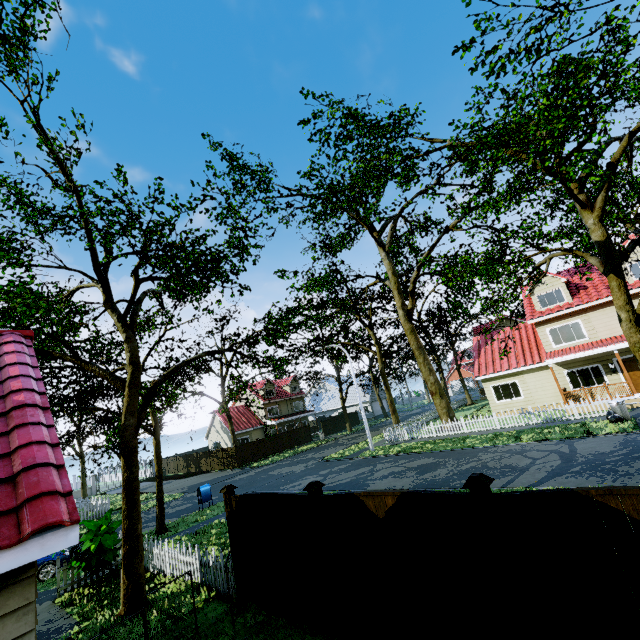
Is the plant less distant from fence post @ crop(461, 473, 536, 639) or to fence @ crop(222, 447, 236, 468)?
fence @ crop(222, 447, 236, 468)

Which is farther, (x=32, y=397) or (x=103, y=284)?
(x=103, y=284)

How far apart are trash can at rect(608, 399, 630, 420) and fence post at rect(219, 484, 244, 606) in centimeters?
1841cm

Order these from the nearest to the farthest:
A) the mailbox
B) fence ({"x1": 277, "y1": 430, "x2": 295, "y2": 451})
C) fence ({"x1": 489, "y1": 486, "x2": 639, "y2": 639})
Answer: fence ({"x1": 489, "y1": 486, "x2": 639, "y2": 639}) → the mailbox → fence ({"x1": 277, "y1": 430, "x2": 295, "y2": 451})

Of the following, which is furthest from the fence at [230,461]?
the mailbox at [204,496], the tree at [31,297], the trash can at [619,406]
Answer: the mailbox at [204,496]

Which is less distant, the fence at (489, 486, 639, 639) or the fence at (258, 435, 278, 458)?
the fence at (489, 486, 639, 639)

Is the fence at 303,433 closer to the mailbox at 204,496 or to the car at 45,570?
the car at 45,570

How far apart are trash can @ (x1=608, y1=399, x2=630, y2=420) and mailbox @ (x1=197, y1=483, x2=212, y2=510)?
21.9m
